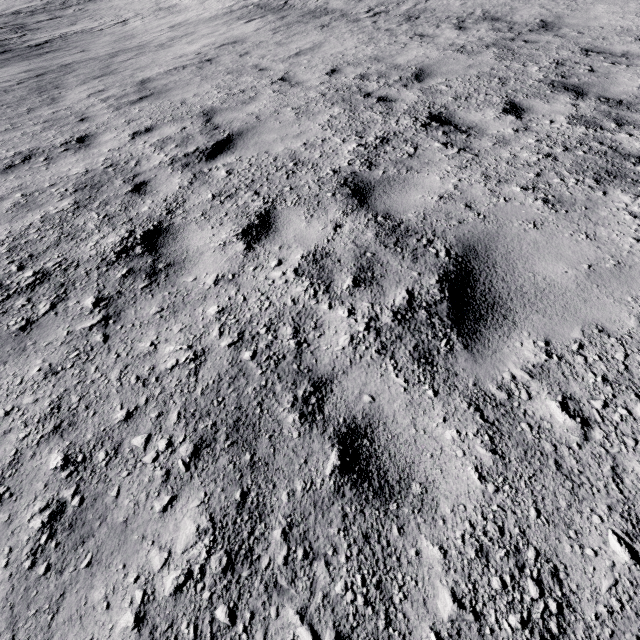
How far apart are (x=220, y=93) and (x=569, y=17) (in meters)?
8.41
